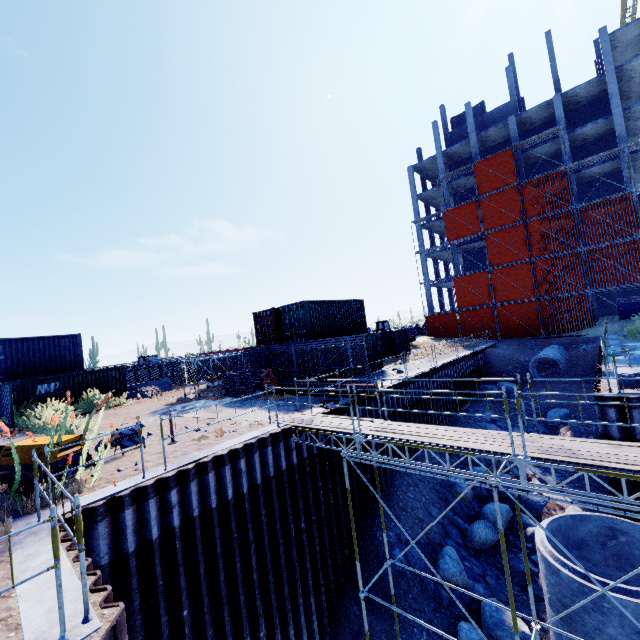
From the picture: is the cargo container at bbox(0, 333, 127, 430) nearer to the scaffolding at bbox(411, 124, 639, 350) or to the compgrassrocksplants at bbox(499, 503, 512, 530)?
the scaffolding at bbox(411, 124, 639, 350)

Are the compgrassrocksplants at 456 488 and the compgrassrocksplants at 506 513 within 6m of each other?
yes

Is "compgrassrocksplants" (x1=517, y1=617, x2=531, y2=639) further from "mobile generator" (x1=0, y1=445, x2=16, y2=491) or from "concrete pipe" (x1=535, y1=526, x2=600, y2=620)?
"mobile generator" (x1=0, y1=445, x2=16, y2=491)

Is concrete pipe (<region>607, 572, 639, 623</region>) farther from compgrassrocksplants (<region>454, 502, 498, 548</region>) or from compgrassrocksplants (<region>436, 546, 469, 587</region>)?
compgrassrocksplants (<region>454, 502, 498, 548</region>)

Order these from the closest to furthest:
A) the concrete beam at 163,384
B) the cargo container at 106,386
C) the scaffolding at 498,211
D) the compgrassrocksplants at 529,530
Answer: the compgrassrocksplants at 529,530 → the cargo container at 106,386 → the concrete beam at 163,384 → the scaffolding at 498,211

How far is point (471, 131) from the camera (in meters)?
37.38

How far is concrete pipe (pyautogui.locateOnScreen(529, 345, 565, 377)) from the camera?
23.35m

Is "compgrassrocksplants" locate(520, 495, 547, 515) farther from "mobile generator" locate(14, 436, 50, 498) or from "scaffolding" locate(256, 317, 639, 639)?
"mobile generator" locate(14, 436, 50, 498)
